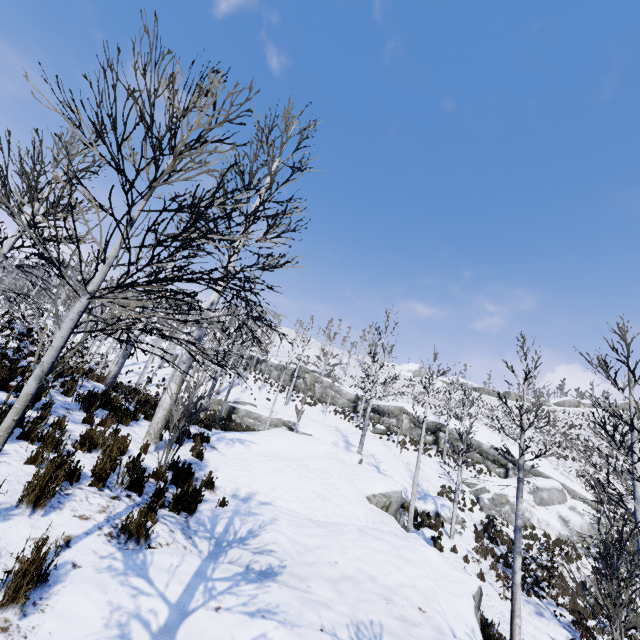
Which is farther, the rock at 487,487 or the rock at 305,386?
the rock at 305,386

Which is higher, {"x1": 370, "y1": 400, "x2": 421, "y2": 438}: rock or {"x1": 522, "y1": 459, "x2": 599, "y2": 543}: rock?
{"x1": 370, "y1": 400, "x2": 421, "y2": 438}: rock

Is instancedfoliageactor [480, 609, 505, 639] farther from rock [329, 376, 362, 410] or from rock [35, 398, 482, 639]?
rock [329, 376, 362, 410]

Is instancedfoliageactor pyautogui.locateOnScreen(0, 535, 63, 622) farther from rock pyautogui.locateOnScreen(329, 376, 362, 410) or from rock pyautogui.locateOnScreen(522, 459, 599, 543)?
rock pyautogui.locateOnScreen(329, 376, 362, 410)

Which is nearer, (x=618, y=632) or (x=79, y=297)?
(x=618, y=632)

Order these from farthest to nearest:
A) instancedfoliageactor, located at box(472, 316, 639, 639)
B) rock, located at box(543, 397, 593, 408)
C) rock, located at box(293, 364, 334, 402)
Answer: rock, located at box(543, 397, 593, 408) → rock, located at box(293, 364, 334, 402) → instancedfoliageactor, located at box(472, 316, 639, 639)

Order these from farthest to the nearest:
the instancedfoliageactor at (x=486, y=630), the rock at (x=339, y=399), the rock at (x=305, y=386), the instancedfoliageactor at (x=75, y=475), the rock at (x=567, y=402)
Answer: the rock at (x=567, y=402) → the rock at (x=305, y=386) → the rock at (x=339, y=399) → the instancedfoliageactor at (x=486, y=630) → the instancedfoliageactor at (x=75, y=475)

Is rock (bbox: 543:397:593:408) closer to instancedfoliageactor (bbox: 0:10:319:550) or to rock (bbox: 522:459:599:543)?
rock (bbox: 522:459:599:543)
